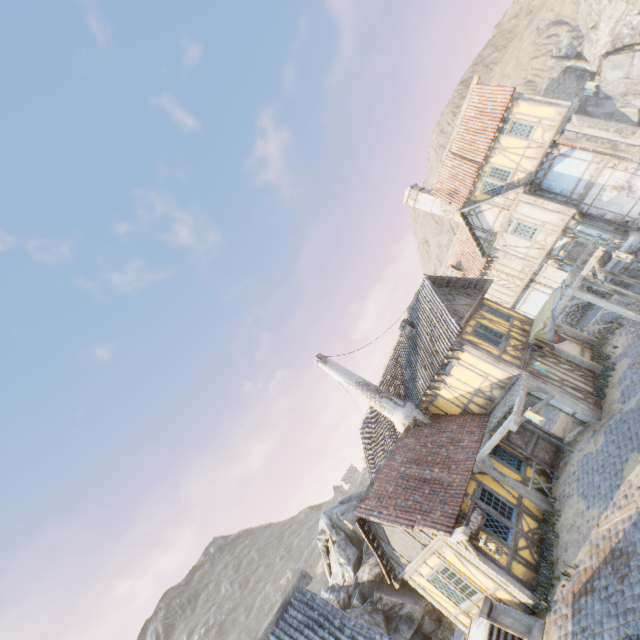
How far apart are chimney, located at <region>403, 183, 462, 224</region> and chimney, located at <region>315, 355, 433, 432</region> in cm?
1445

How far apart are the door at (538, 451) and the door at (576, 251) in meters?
11.7 m

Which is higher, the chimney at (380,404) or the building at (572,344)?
the chimney at (380,404)

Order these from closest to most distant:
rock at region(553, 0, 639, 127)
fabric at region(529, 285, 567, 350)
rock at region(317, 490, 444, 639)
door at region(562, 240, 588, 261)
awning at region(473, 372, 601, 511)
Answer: awning at region(473, 372, 601, 511) < fabric at region(529, 285, 567, 350) < rock at region(317, 490, 444, 639) < door at region(562, 240, 588, 261) < rock at region(553, 0, 639, 127)

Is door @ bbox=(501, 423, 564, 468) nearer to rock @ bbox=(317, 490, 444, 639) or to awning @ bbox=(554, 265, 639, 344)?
awning @ bbox=(554, 265, 639, 344)

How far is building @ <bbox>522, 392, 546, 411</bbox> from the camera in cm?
1335

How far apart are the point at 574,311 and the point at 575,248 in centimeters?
506cm

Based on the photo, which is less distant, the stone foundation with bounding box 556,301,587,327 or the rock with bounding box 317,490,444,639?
the rock with bounding box 317,490,444,639
